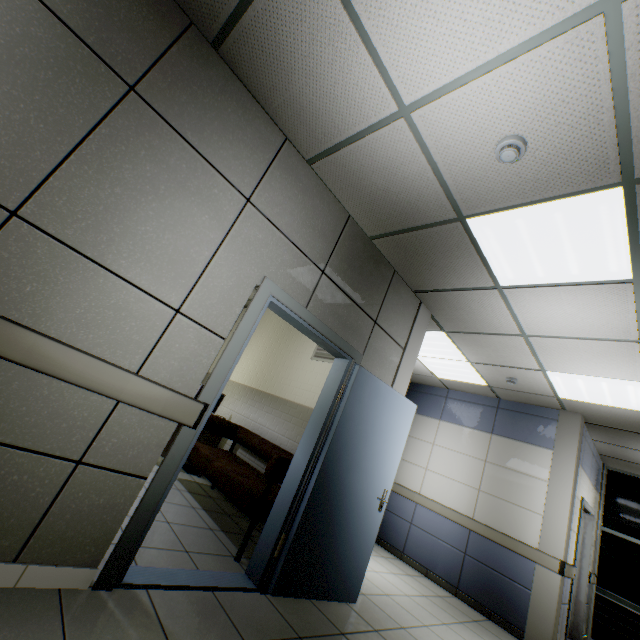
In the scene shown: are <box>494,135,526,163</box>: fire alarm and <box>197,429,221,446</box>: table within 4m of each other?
no

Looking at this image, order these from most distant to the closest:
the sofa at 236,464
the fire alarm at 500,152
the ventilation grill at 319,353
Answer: the ventilation grill at 319,353 < the sofa at 236,464 < the fire alarm at 500,152

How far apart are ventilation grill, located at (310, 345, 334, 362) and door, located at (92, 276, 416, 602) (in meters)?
1.00

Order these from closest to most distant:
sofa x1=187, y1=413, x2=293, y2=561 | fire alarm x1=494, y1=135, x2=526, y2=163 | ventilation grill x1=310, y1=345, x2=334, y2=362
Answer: fire alarm x1=494, y1=135, x2=526, y2=163, sofa x1=187, y1=413, x2=293, y2=561, ventilation grill x1=310, y1=345, x2=334, y2=362

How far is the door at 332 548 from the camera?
2.09m

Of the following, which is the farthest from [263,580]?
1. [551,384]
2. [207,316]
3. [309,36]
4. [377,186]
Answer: [551,384]

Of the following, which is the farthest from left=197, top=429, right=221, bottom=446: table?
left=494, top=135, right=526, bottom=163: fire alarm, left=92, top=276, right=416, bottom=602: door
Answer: left=494, top=135, right=526, bottom=163: fire alarm

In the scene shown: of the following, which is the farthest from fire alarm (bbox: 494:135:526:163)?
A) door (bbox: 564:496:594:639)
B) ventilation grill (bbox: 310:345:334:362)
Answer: door (bbox: 564:496:594:639)
